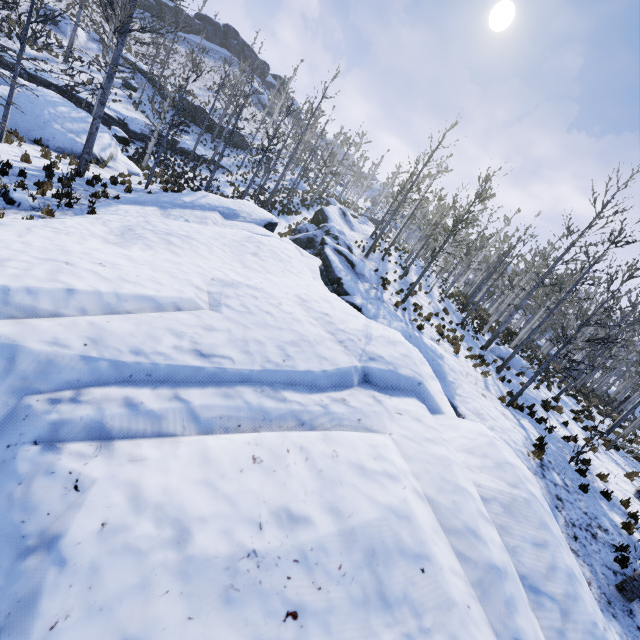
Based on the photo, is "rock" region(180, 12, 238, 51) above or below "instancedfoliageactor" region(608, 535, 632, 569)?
above

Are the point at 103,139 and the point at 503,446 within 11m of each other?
no

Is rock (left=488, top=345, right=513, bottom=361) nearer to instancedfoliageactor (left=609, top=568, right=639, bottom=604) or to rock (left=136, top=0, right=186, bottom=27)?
instancedfoliageactor (left=609, top=568, right=639, bottom=604)

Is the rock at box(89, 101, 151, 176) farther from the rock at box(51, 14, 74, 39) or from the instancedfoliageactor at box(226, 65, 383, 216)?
the rock at box(51, 14, 74, 39)

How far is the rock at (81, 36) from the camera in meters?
30.9 m

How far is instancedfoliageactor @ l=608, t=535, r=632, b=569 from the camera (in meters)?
7.44

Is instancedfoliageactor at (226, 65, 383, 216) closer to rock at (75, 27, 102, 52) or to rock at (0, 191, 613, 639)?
rock at (0, 191, 613, 639)

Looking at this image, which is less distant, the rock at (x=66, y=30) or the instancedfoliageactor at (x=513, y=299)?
the instancedfoliageactor at (x=513, y=299)
